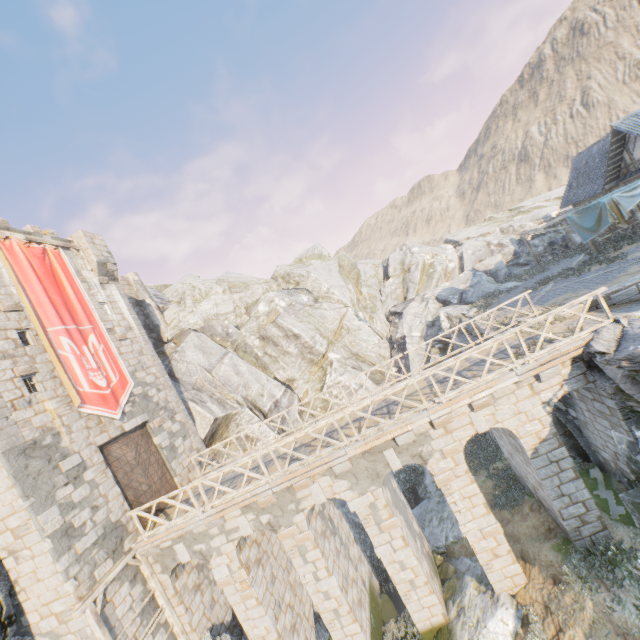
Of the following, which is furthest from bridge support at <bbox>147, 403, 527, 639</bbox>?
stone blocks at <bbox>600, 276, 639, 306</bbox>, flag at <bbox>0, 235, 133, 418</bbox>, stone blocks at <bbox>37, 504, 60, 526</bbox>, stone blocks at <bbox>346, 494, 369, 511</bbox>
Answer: stone blocks at <bbox>600, 276, 639, 306</bbox>

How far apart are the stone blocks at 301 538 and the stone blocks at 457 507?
4.80m

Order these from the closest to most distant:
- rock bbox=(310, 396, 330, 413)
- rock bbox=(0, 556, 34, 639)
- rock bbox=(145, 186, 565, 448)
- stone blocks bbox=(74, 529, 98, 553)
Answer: rock bbox=(0, 556, 34, 639) → stone blocks bbox=(74, 529, 98, 553) → rock bbox=(145, 186, 565, 448) → rock bbox=(310, 396, 330, 413)

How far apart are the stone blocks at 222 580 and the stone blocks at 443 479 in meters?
7.7

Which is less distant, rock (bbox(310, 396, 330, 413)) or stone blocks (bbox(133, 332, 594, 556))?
stone blocks (bbox(133, 332, 594, 556))

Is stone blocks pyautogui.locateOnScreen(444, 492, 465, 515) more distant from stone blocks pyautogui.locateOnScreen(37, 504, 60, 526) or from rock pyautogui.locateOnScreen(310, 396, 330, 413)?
stone blocks pyautogui.locateOnScreen(37, 504, 60, 526)

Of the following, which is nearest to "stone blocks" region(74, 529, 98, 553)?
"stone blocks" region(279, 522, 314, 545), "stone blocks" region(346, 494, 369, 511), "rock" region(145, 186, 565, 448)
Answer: "rock" region(145, 186, 565, 448)

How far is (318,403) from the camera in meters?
26.0 m
